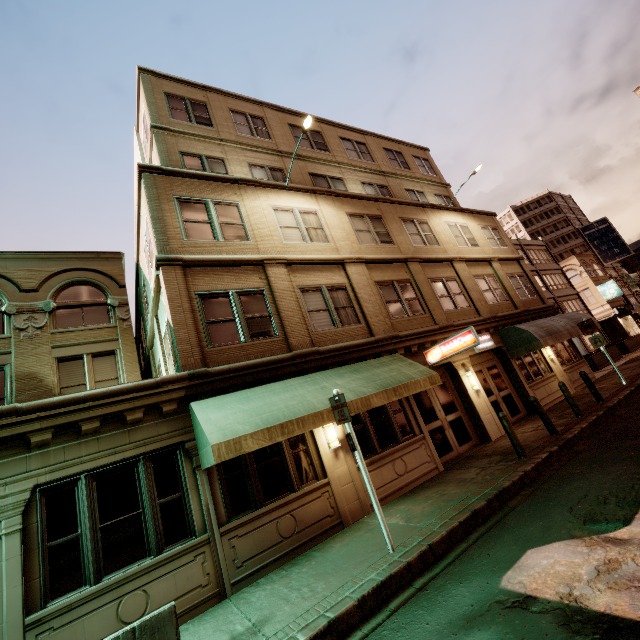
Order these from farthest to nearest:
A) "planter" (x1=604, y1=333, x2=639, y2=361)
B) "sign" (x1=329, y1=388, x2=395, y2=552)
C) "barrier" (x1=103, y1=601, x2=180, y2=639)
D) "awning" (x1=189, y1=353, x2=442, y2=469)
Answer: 1. "planter" (x1=604, y1=333, x2=639, y2=361)
2. "awning" (x1=189, y1=353, x2=442, y2=469)
3. "sign" (x1=329, y1=388, x2=395, y2=552)
4. "barrier" (x1=103, y1=601, x2=180, y2=639)

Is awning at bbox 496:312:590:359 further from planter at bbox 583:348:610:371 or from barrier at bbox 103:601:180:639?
barrier at bbox 103:601:180:639

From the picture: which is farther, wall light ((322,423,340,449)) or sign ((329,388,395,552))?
wall light ((322,423,340,449))

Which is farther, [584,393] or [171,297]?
[584,393]

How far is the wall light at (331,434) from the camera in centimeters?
888cm

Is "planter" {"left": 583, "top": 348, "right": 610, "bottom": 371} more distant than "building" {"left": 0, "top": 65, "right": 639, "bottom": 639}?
Yes

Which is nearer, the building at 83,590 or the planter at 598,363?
the building at 83,590

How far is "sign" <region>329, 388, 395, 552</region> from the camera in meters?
6.0 m
